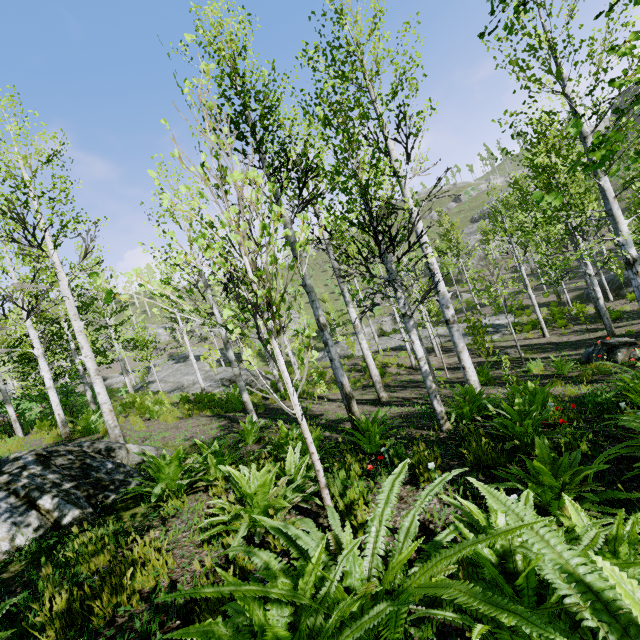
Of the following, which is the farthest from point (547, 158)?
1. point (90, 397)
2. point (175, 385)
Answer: point (175, 385)

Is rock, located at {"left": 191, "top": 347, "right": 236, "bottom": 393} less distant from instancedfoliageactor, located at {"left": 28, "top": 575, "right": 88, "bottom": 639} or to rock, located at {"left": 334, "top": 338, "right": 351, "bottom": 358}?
instancedfoliageactor, located at {"left": 28, "top": 575, "right": 88, "bottom": 639}

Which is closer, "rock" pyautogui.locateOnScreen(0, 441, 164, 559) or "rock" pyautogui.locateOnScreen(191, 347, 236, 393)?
"rock" pyautogui.locateOnScreen(0, 441, 164, 559)

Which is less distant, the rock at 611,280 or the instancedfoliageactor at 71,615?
the instancedfoliageactor at 71,615

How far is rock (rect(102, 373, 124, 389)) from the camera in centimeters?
4091cm

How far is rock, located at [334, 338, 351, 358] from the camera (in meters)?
25.28

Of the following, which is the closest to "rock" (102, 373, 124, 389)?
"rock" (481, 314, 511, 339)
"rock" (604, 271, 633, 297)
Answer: "rock" (481, 314, 511, 339)

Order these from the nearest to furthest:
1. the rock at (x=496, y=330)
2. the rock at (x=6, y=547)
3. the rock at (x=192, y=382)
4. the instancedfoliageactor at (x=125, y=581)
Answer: the instancedfoliageactor at (x=125, y=581), the rock at (x=6, y=547), the rock at (x=496, y=330), the rock at (x=192, y=382)
